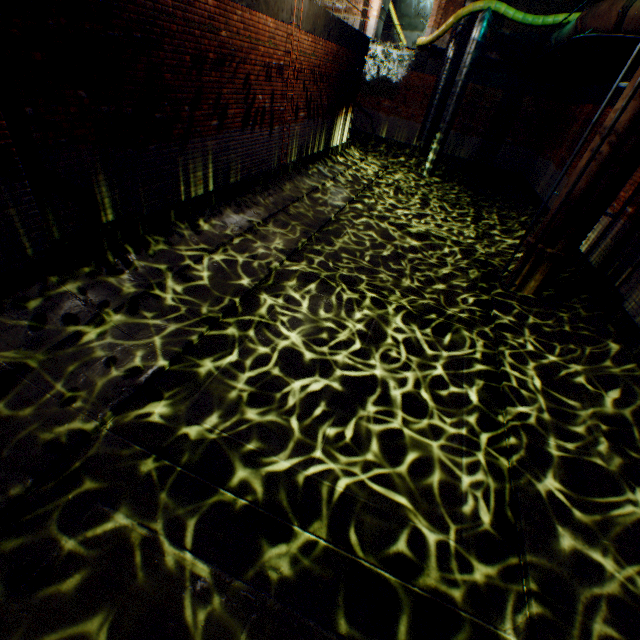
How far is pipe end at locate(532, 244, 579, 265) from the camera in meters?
7.4 m

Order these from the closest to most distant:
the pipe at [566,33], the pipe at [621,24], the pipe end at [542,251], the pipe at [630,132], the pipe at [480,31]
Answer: the pipe at [630,132] < the pipe end at [542,251] < the pipe at [621,24] < the pipe at [566,33] < the pipe at [480,31]

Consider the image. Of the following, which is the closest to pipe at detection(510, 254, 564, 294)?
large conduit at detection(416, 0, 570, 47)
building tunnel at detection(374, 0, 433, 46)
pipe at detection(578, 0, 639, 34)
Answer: Answer: large conduit at detection(416, 0, 570, 47)

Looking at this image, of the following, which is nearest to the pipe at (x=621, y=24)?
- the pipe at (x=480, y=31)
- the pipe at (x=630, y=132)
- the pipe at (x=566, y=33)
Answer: the pipe at (x=566, y=33)

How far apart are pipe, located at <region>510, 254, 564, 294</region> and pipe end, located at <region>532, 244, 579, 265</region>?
0.1 meters

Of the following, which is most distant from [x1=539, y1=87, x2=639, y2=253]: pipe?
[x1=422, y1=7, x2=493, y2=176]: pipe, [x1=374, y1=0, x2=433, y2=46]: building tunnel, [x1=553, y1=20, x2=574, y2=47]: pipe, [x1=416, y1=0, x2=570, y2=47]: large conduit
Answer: [x1=374, y1=0, x2=433, y2=46]: building tunnel

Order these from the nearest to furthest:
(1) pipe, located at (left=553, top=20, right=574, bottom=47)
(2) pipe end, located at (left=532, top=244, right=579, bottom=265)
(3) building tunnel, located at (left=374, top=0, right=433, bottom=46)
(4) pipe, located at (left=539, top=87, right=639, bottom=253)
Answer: (4) pipe, located at (left=539, top=87, right=639, bottom=253), (2) pipe end, located at (left=532, top=244, right=579, bottom=265), (1) pipe, located at (left=553, top=20, right=574, bottom=47), (3) building tunnel, located at (left=374, top=0, right=433, bottom=46)

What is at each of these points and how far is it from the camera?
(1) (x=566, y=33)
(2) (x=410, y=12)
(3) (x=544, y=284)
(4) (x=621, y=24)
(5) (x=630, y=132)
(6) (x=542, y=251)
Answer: (1) pipe, 12.7m
(2) building tunnel, 25.9m
(3) pipe, 8.0m
(4) pipe, 9.6m
(5) pipe, 6.1m
(6) pipe end, 7.6m
